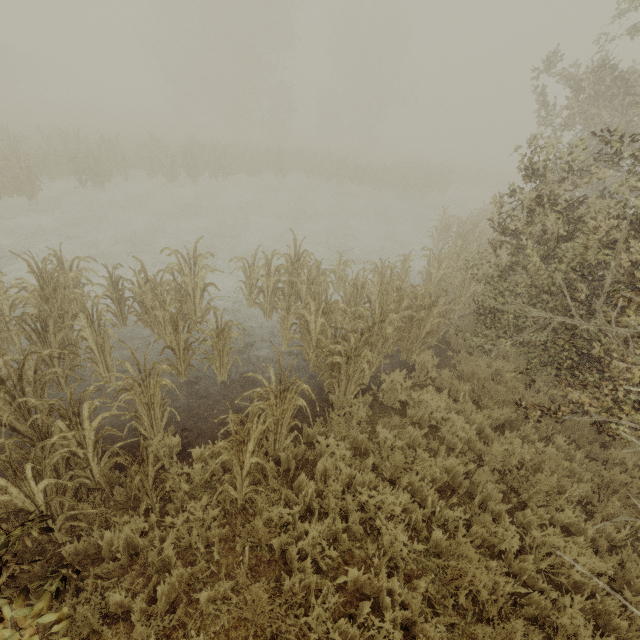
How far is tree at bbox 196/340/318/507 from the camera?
3.3 meters

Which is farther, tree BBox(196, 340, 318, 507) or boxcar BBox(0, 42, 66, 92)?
boxcar BBox(0, 42, 66, 92)

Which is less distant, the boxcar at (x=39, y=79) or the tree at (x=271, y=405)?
the tree at (x=271, y=405)

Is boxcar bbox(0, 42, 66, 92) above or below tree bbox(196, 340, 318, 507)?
above

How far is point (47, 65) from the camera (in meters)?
50.06
